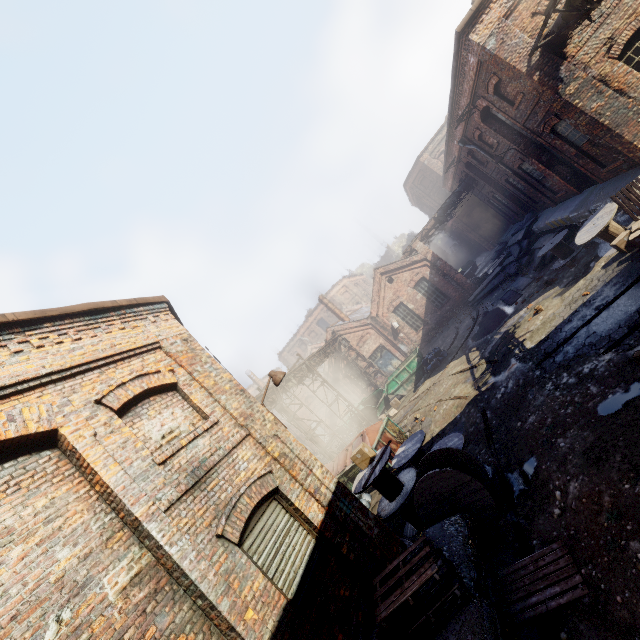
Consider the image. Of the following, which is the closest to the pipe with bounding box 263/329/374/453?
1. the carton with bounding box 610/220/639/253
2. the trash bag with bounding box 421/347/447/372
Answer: the trash bag with bounding box 421/347/447/372

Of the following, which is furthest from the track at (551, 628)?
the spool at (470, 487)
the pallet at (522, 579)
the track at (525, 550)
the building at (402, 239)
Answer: the building at (402, 239)

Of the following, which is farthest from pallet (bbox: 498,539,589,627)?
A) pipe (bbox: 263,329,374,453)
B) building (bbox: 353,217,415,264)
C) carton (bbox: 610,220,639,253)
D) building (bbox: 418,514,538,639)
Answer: building (bbox: 353,217,415,264)

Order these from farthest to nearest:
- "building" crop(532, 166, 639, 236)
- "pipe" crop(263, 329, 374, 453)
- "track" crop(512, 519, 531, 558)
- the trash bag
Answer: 1. the trash bag
2. "pipe" crop(263, 329, 374, 453)
3. "building" crop(532, 166, 639, 236)
4. "track" crop(512, 519, 531, 558)

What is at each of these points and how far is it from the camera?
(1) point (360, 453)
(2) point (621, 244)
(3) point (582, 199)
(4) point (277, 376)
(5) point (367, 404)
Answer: (1) carton, 9.0m
(2) carton, 9.9m
(3) building, 13.9m
(4) light, 7.8m
(5) container, 21.5m

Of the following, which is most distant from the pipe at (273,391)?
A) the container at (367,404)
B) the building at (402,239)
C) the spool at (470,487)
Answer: the building at (402,239)

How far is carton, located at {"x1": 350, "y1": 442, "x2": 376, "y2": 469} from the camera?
9.0 meters

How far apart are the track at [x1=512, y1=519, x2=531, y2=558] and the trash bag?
13.4m
